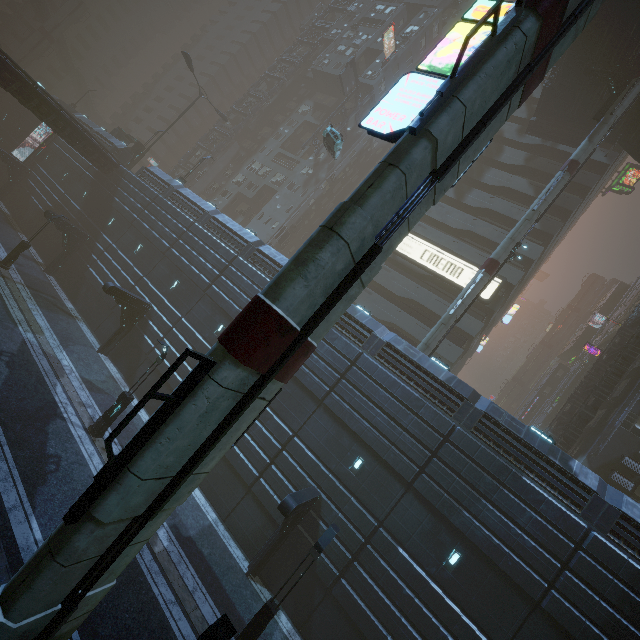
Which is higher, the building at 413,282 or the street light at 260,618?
the building at 413,282

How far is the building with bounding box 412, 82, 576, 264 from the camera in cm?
3105

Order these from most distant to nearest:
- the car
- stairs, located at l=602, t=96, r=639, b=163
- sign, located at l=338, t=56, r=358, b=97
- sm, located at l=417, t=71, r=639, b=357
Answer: sign, located at l=338, t=56, r=358, b=97 < stairs, located at l=602, t=96, r=639, b=163 < the car < sm, located at l=417, t=71, r=639, b=357

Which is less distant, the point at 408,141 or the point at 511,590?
→ the point at 408,141

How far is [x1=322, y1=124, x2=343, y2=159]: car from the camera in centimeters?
2394cm

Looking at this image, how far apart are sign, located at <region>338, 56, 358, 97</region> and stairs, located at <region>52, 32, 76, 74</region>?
53.5 meters

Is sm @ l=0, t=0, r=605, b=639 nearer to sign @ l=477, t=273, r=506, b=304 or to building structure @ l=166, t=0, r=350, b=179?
sign @ l=477, t=273, r=506, b=304

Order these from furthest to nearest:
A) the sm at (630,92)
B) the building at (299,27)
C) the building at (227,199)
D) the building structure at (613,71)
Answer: the building at (299,27) → the building at (227,199) → the building structure at (613,71) → the sm at (630,92)
